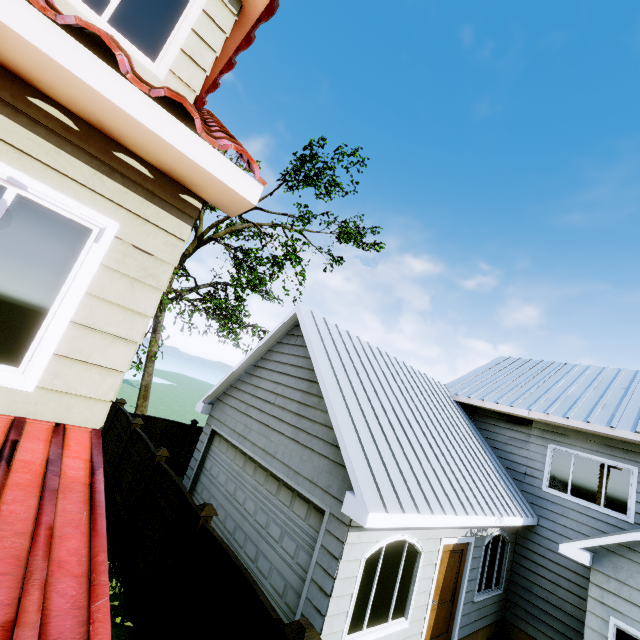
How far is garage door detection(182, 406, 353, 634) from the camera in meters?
5.1

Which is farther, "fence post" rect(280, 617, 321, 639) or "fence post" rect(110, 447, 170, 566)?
"fence post" rect(110, 447, 170, 566)

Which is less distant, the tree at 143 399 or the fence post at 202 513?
the fence post at 202 513

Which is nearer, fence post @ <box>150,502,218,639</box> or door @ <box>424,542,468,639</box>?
fence post @ <box>150,502,218,639</box>

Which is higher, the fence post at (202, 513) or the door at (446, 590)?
the fence post at (202, 513)

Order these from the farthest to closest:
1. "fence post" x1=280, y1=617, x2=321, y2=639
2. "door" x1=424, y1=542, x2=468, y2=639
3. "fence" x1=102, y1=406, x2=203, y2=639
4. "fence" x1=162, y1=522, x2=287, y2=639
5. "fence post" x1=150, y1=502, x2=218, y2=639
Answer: "door" x1=424, y1=542, x2=468, y2=639, "fence" x1=102, y1=406, x2=203, y2=639, "fence post" x1=150, y1=502, x2=218, y2=639, "fence" x1=162, y1=522, x2=287, y2=639, "fence post" x1=280, y1=617, x2=321, y2=639

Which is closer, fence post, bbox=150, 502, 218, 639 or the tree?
fence post, bbox=150, 502, 218, 639

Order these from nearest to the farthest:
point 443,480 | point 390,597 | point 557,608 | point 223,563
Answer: point 223,563, point 390,597, point 443,480, point 557,608
